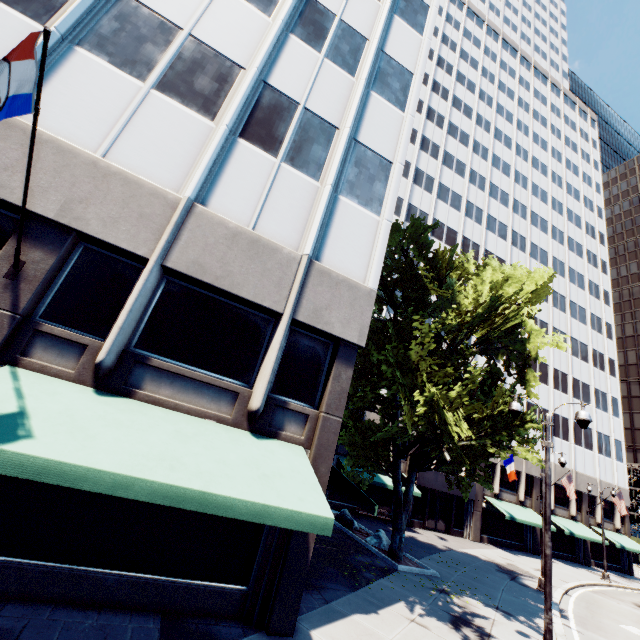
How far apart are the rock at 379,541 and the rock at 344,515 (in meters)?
1.59

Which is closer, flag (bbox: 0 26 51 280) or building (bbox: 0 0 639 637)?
flag (bbox: 0 26 51 280)

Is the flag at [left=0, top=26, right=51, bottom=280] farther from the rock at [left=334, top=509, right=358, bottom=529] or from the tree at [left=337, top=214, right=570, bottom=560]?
the rock at [left=334, top=509, right=358, bottom=529]

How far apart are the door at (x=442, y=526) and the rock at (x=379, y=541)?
12.11m

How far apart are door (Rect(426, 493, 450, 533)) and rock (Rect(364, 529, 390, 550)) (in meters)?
12.11

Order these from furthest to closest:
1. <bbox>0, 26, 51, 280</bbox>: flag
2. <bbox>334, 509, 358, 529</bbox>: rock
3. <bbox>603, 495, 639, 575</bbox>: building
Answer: <bbox>603, 495, 639, 575</bbox>: building
<bbox>334, 509, 358, 529</bbox>: rock
<bbox>0, 26, 51, 280</bbox>: flag

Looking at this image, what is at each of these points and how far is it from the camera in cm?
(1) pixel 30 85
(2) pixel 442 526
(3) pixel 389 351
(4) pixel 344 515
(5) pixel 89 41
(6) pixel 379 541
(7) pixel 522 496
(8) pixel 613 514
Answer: (1) flag, 520
(2) door, 2831
(3) tree, 1205
(4) rock, 2033
(5) building, 859
(6) rock, 1720
(7) building, 3180
(8) building, 3728

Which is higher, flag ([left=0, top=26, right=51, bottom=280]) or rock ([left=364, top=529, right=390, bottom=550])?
flag ([left=0, top=26, right=51, bottom=280])
